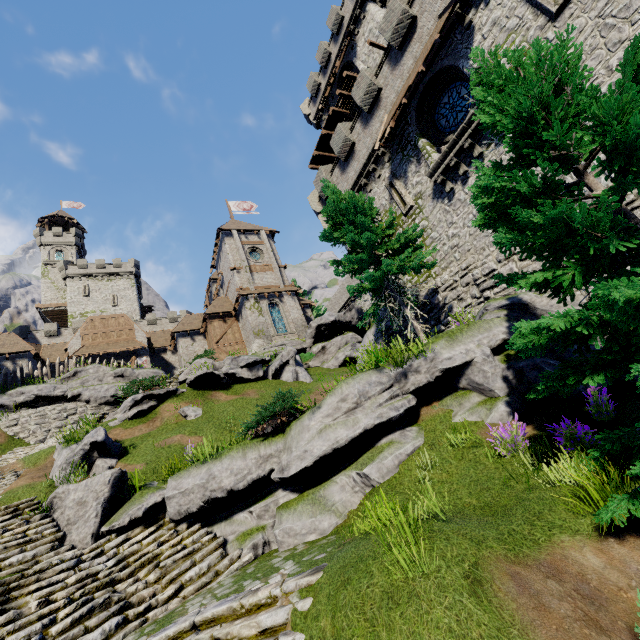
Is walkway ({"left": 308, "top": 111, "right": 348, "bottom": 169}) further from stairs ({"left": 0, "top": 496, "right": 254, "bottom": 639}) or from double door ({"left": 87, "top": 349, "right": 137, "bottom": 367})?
stairs ({"left": 0, "top": 496, "right": 254, "bottom": 639})

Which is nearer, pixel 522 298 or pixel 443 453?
pixel 443 453

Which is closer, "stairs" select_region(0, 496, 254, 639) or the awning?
"stairs" select_region(0, 496, 254, 639)

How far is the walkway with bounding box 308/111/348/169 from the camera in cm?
2770

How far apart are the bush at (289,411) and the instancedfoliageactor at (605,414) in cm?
639

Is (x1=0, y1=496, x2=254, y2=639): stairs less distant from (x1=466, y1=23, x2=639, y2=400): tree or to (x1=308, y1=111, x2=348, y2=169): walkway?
(x1=466, y1=23, x2=639, y2=400): tree

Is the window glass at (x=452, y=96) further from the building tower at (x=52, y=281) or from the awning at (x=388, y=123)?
the building tower at (x=52, y=281)

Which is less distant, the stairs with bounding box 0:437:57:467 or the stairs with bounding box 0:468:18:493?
the stairs with bounding box 0:468:18:493
